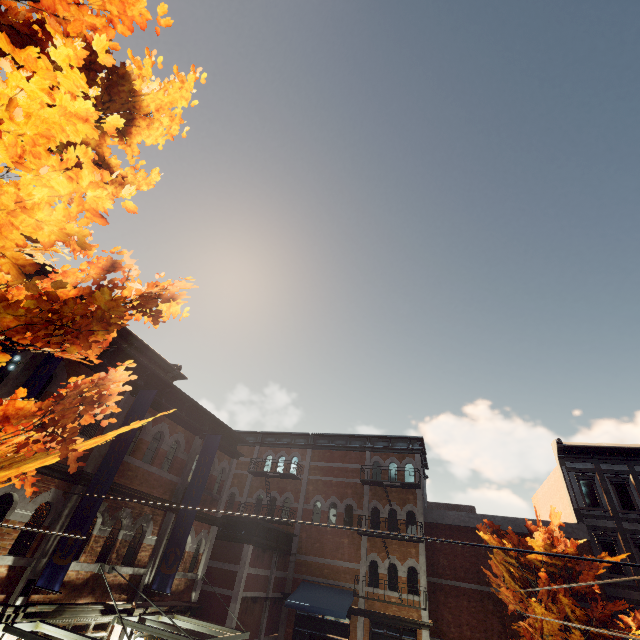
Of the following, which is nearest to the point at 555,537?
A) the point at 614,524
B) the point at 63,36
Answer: the point at 614,524

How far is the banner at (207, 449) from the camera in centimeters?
1193cm

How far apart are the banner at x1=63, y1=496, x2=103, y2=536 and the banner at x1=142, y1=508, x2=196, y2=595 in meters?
3.9

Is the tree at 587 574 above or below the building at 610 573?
below

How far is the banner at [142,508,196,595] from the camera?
10.4 meters

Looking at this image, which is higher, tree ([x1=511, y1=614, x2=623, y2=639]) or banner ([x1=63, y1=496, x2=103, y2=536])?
banner ([x1=63, y1=496, x2=103, y2=536])

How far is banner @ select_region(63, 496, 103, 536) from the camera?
8.1m
